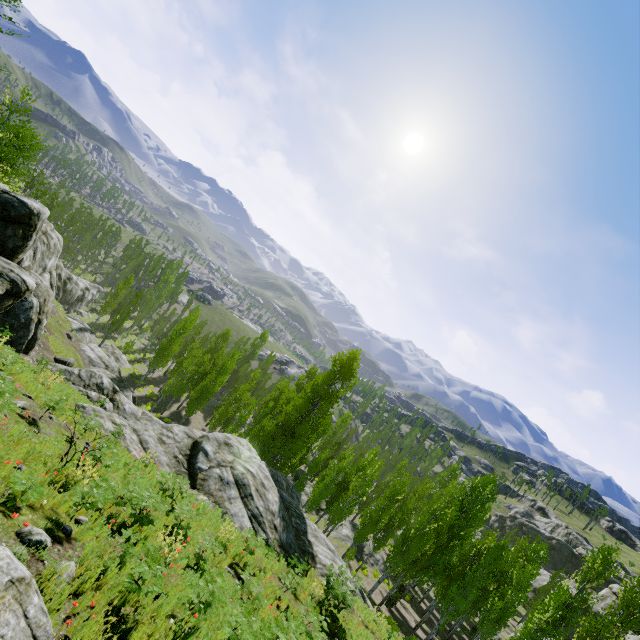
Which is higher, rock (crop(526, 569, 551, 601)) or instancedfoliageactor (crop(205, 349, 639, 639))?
rock (crop(526, 569, 551, 601))

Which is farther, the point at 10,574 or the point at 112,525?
the point at 112,525

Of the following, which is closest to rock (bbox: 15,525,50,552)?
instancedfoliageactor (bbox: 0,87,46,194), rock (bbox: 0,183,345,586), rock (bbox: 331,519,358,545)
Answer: rock (bbox: 0,183,345,586)

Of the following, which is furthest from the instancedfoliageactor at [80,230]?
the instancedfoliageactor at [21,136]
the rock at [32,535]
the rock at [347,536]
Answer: the rock at [32,535]

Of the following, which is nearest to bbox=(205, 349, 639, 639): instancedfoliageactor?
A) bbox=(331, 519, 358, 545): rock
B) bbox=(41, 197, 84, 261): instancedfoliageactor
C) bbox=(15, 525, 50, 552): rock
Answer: bbox=(331, 519, 358, 545): rock

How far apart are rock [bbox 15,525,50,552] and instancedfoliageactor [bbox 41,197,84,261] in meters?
62.4

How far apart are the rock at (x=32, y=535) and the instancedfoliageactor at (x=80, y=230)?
62.4m
